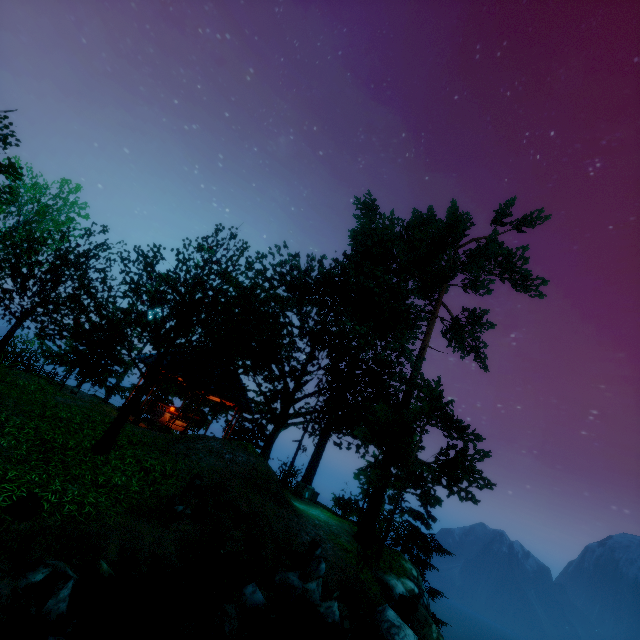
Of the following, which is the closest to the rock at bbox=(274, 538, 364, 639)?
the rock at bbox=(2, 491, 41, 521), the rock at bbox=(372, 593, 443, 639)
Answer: the rock at bbox=(372, 593, 443, 639)

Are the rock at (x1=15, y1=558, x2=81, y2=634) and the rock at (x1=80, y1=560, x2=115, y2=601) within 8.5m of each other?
yes

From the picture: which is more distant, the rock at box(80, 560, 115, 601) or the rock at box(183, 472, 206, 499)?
the rock at box(183, 472, 206, 499)

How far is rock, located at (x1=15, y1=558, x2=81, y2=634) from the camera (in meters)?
4.32

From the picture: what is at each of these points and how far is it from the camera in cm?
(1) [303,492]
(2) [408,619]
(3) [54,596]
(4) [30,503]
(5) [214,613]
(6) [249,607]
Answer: (1) box, 1834
(2) rock, 996
(3) rock, 441
(4) rock, 518
(5) rock, 614
(6) rock, 680

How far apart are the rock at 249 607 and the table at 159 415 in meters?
11.0

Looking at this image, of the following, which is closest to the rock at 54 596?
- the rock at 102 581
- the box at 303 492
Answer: the rock at 102 581

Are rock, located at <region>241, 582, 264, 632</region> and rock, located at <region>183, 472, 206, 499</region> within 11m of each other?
yes
